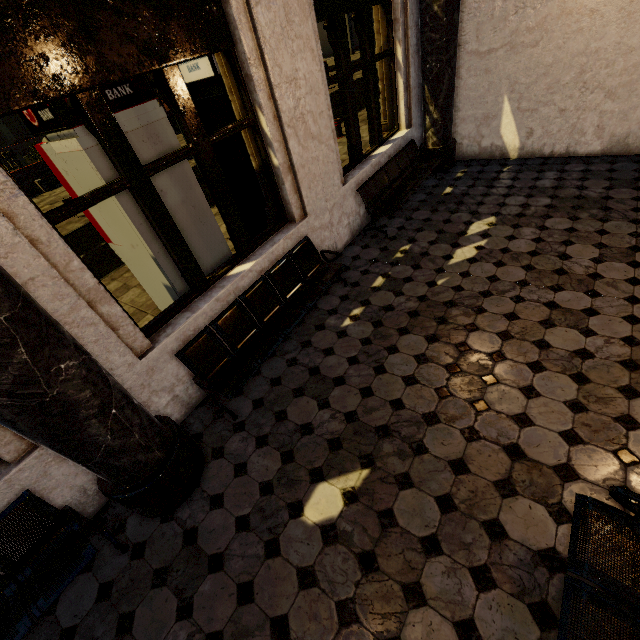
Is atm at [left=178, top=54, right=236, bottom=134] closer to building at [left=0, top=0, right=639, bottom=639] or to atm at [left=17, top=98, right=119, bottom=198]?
building at [left=0, top=0, right=639, bottom=639]

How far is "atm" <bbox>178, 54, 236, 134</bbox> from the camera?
4.0 meters

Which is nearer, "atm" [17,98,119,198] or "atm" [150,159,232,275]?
"atm" [17,98,119,198]

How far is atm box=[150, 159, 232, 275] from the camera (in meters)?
3.78

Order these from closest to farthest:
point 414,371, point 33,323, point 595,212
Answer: point 33,323 < point 414,371 < point 595,212

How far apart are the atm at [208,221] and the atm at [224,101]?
0.8 meters

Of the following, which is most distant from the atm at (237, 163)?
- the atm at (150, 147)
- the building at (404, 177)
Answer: the atm at (150, 147)

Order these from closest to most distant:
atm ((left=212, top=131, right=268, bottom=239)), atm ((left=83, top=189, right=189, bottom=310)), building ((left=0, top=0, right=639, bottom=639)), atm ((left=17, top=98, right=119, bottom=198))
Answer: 1. building ((left=0, top=0, right=639, bottom=639))
2. atm ((left=17, top=98, right=119, bottom=198))
3. atm ((left=83, top=189, right=189, bottom=310))
4. atm ((left=212, top=131, right=268, bottom=239))
